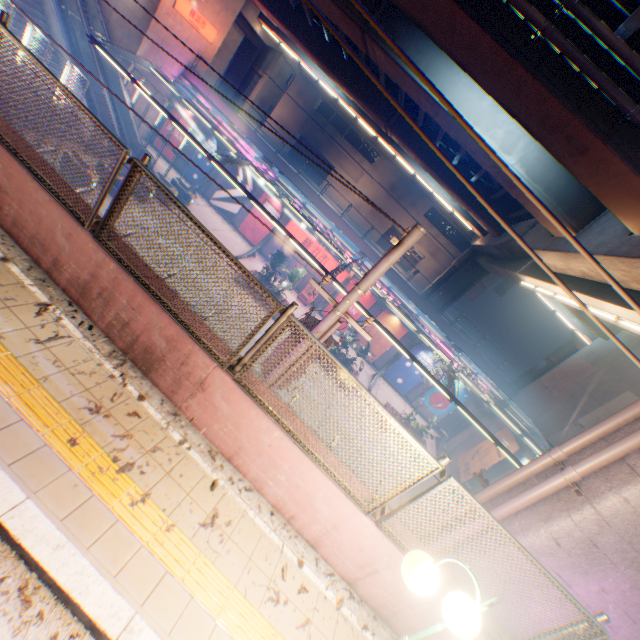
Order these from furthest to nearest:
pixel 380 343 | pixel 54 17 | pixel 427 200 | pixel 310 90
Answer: pixel 310 90, pixel 427 200, pixel 380 343, pixel 54 17

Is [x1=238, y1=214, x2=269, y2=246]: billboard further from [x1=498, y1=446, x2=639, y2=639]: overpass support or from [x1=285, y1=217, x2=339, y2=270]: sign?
[x1=498, y1=446, x2=639, y2=639]: overpass support

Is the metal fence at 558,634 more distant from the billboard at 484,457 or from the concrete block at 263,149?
the billboard at 484,457

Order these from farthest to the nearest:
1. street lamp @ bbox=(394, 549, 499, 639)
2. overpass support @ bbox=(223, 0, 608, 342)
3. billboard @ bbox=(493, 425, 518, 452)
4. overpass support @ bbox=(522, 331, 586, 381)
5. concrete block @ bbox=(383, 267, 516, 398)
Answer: overpass support @ bbox=(522, 331, 586, 381), concrete block @ bbox=(383, 267, 516, 398), overpass support @ bbox=(223, 0, 608, 342), billboard @ bbox=(493, 425, 518, 452), street lamp @ bbox=(394, 549, 499, 639)

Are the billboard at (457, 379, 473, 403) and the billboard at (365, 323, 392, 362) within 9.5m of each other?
yes

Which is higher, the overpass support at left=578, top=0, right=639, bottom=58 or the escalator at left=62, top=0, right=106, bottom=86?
the overpass support at left=578, top=0, right=639, bottom=58

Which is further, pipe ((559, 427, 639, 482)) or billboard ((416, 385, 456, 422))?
billboard ((416, 385, 456, 422))

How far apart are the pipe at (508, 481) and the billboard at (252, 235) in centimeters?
2415cm
